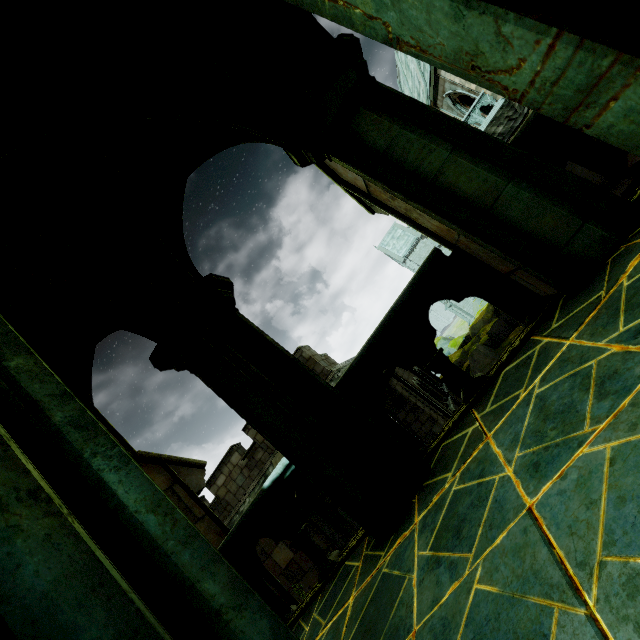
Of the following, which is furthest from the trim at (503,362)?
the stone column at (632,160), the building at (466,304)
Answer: the building at (466,304)

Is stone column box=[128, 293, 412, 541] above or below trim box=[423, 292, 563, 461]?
above

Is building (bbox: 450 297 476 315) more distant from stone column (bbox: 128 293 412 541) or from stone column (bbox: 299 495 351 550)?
stone column (bbox: 128 293 412 541)

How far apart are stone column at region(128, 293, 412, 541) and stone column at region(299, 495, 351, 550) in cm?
1077

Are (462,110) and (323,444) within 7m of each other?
no

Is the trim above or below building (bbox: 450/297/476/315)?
above

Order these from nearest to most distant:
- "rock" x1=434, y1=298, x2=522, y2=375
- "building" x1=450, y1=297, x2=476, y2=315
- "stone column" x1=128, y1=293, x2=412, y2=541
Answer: "stone column" x1=128, y1=293, x2=412, y2=541, "rock" x1=434, y1=298, x2=522, y2=375, "building" x1=450, y1=297, x2=476, y2=315

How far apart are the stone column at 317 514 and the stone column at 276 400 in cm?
1077
